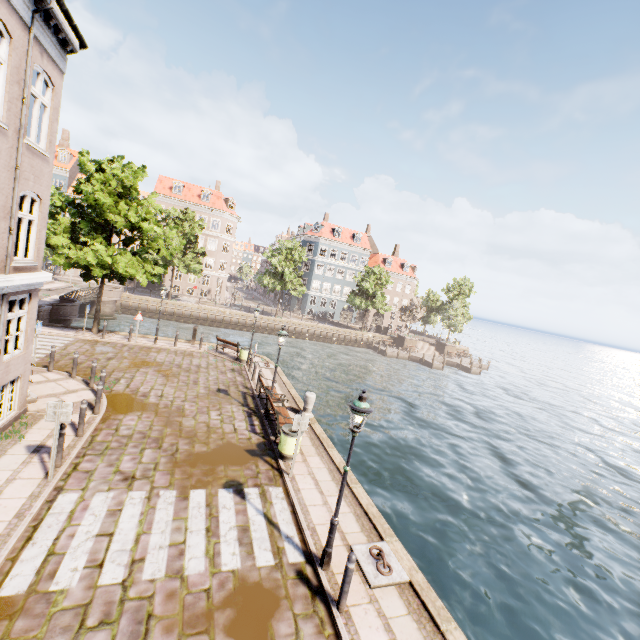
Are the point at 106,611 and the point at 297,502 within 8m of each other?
yes

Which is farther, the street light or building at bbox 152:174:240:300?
building at bbox 152:174:240:300

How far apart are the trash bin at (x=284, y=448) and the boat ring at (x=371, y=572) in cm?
336

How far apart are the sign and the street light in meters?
6.3 m

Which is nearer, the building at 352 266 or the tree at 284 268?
the tree at 284 268

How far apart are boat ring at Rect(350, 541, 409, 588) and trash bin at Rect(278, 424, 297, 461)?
3.4m

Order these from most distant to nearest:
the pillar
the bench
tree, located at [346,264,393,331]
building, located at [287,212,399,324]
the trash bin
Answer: building, located at [287,212,399,324]
tree, located at [346,264,393,331]
the pillar
the bench
the trash bin

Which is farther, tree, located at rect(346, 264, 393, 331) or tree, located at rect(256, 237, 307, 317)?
tree, located at rect(346, 264, 393, 331)
